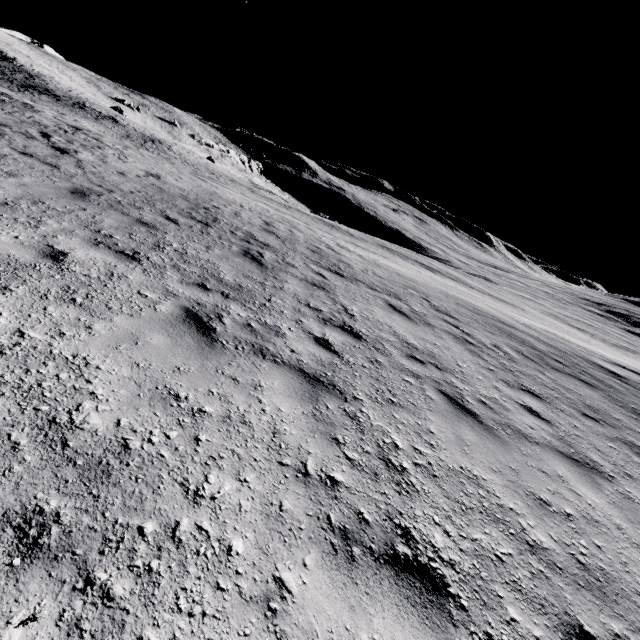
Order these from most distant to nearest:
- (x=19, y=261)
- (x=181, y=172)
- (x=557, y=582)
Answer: (x=181, y=172) < (x=19, y=261) < (x=557, y=582)
